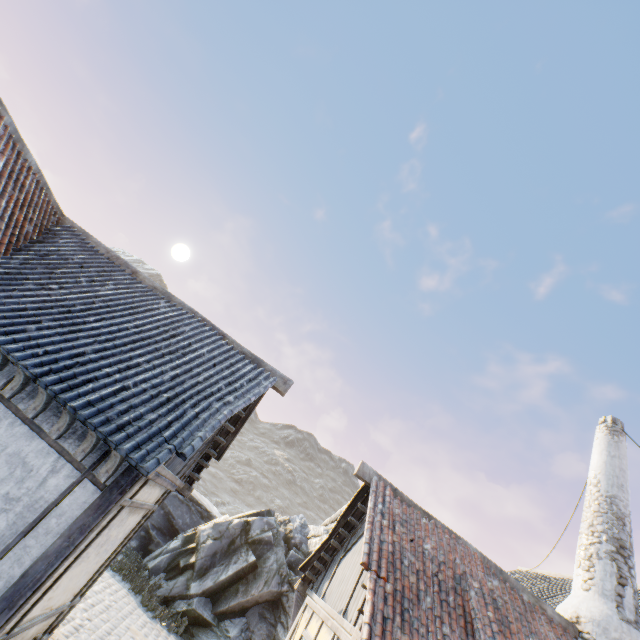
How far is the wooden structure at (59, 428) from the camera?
4.8 meters

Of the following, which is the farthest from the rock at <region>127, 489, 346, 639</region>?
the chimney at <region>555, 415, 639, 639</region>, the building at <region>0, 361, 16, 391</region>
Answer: the chimney at <region>555, 415, 639, 639</region>

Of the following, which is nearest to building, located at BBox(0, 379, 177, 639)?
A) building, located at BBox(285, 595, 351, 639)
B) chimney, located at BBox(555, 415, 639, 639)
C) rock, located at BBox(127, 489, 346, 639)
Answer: rock, located at BBox(127, 489, 346, 639)

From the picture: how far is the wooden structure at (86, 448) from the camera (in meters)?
4.73

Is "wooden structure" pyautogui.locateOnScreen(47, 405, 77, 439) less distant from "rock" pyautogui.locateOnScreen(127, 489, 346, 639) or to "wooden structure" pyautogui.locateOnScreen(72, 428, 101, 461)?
"wooden structure" pyautogui.locateOnScreen(72, 428, 101, 461)

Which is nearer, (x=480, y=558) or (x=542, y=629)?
(x=542, y=629)

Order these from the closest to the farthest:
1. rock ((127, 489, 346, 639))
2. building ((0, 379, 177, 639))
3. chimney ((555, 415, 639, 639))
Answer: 1. building ((0, 379, 177, 639))
2. chimney ((555, 415, 639, 639))
3. rock ((127, 489, 346, 639))

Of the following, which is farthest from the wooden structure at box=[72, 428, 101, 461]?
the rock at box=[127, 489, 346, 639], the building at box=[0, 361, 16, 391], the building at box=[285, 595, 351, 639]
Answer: the rock at box=[127, 489, 346, 639]
